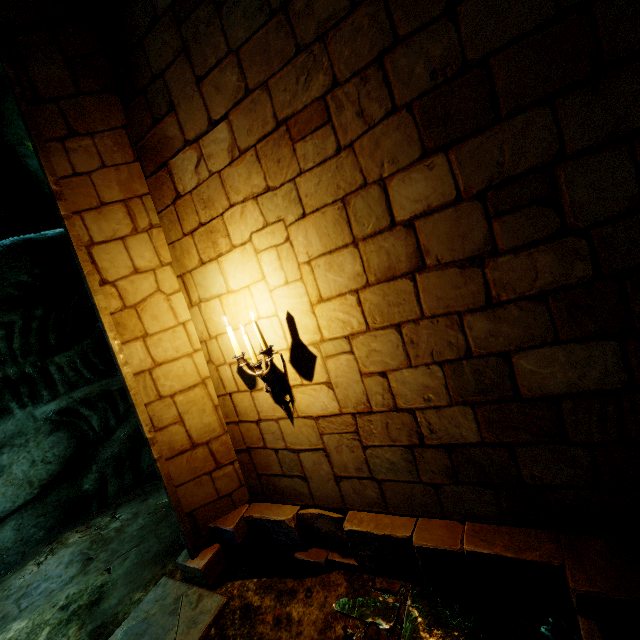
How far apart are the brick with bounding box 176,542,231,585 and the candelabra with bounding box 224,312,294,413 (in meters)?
1.88

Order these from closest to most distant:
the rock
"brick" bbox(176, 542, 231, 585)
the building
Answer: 1. the building
2. "brick" bbox(176, 542, 231, 585)
3. the rock

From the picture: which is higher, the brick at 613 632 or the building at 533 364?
the building at 533 364

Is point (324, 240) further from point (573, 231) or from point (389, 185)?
point (573, 231)

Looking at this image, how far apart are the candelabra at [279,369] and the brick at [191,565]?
1.9m

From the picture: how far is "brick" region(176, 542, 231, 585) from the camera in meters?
3.4 m

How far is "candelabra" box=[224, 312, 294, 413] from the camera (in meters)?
2.73

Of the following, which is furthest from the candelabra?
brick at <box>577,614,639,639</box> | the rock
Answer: the rock
